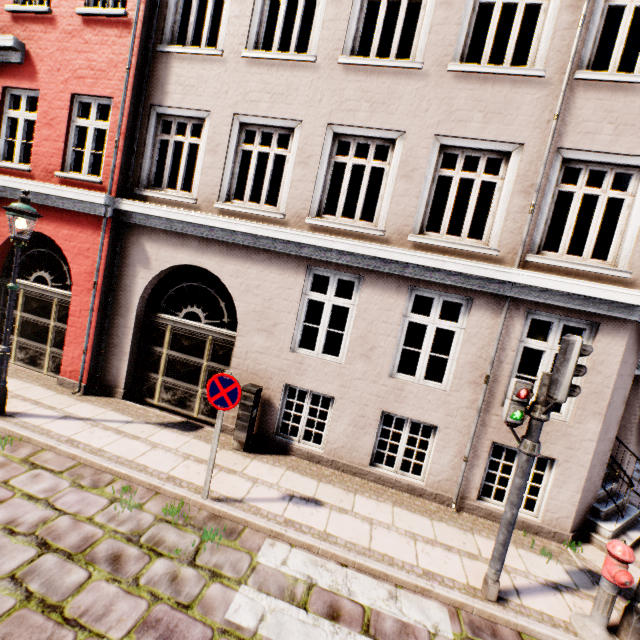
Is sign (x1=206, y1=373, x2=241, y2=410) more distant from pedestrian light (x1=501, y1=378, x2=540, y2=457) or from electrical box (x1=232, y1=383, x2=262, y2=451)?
pedestrian light (x1=501, y1=378, x2=540, y2=457)

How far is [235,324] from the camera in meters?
13.8 m

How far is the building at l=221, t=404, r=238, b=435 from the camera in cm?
679

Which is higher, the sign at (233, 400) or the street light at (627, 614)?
the sign at (233, 400)

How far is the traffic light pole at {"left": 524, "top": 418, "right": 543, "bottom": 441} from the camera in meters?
3.9 m

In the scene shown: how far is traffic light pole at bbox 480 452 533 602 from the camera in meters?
3.9

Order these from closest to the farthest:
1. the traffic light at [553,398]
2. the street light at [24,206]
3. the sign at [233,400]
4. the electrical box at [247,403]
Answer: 1. the traffic light at [553,398]
2. the sign at [233,400]
3. the street light at [24,206]
4. the electrical box at [247,403]

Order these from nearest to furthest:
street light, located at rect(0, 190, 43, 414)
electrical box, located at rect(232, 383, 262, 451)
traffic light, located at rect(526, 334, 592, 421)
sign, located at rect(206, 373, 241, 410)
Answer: traffic light, located at rect(526, 334, 592, 421), sign, located at rect(206, 373, 241, 410), street light, located at rect(0, 190, 43, 414), electrical box, located at rect(232, 383, 262, 451)
